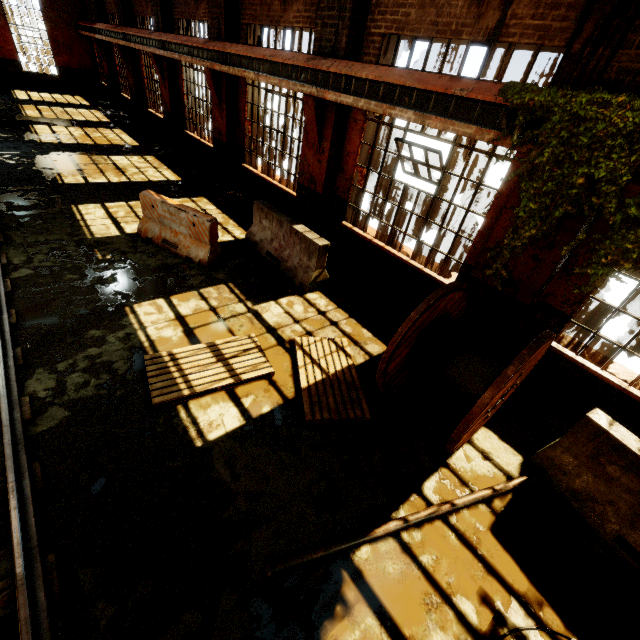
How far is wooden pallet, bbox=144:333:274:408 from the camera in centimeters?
430cm

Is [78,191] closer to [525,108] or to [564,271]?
[525,108]

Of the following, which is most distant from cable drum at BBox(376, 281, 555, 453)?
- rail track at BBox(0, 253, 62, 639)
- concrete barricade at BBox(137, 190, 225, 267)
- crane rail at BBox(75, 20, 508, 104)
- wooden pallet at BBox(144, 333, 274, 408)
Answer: concrete barricade at BBox(137, 190, 225, 267)

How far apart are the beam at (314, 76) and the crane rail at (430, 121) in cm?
1

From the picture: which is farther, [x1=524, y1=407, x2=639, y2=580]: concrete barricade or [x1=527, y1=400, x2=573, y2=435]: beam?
[x1=527, y1=400, x2=573, y2=435]: beam

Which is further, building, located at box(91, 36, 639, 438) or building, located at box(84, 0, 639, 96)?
building, located at box(91, 36, 639, 438)

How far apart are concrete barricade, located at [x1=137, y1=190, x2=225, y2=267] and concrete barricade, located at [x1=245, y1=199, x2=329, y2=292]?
0.8m

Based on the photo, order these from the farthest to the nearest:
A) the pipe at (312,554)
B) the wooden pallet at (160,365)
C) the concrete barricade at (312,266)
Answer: the concrete barricade at (312,266) → the wooden pallet at (160,365) → the pipe at (312,554)
